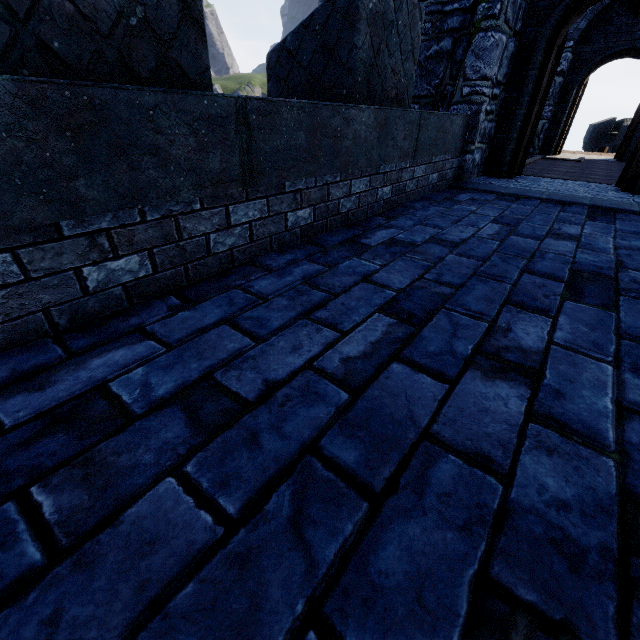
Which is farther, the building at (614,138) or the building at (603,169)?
the building at (614,138)

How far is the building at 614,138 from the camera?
23.3 meters

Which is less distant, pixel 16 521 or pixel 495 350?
pixel 16 521

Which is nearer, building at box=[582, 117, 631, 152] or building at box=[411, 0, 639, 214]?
building at box=[411, 0, 639, 214]

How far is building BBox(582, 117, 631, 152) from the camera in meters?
23.3 m
